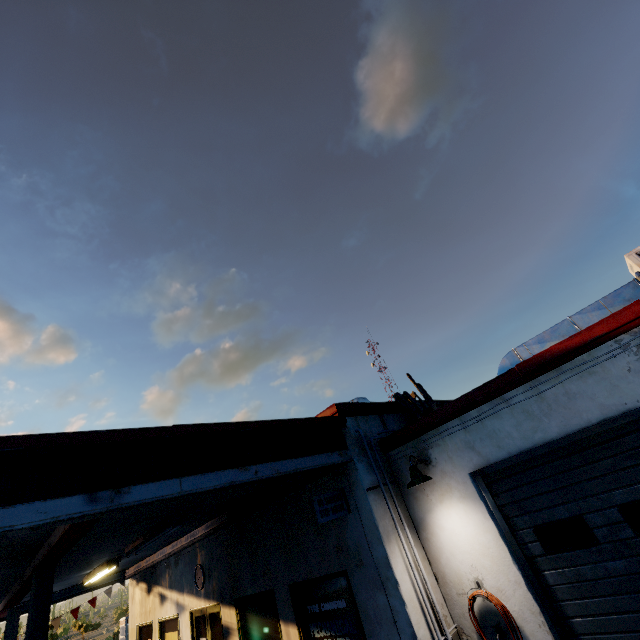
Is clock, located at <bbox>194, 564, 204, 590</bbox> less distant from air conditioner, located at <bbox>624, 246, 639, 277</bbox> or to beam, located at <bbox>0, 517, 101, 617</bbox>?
beam, located at <bbox>0, 517, 101, 617</bbox>

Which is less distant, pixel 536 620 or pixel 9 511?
pixel 9 511

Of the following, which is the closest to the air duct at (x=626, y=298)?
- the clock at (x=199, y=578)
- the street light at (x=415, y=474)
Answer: the street light at (x=415, y=474)

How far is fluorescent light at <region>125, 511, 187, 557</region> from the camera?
6.07m

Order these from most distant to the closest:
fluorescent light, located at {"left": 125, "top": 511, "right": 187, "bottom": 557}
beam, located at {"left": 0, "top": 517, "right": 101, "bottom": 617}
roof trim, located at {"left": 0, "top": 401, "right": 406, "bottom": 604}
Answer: fluorescent light, located at {"left": 125, "top": 511, "right": 187, "bottom": 557} → beam, located at {"left": 0, "top": 517, "right": 101, "bottom": 617} → roof trim, located at {"left": 0, "top": 401, "right": 406, "bottom": 604}

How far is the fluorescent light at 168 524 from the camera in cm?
607

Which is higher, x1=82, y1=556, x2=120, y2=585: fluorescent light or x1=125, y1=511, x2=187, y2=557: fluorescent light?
x1=82, y1=556, x2=120, y2=585: fluorescent light

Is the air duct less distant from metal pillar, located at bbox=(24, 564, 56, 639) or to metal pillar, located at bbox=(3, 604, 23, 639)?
metal pillar, located at bbox=(24, 564, 56, 639)
